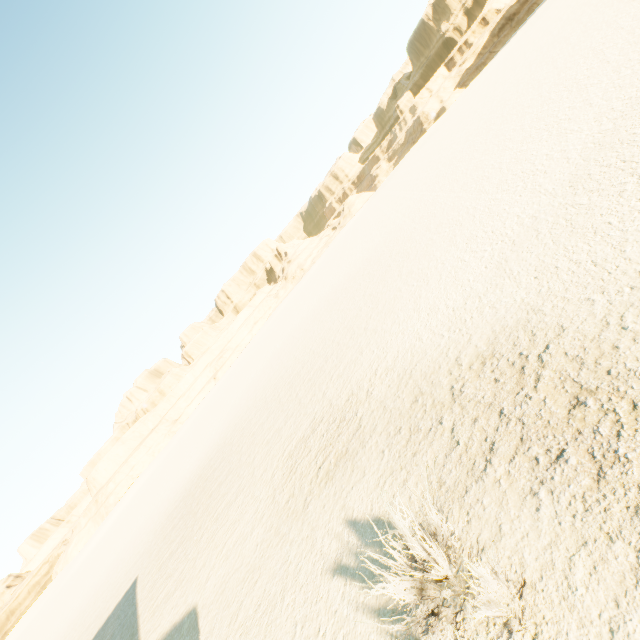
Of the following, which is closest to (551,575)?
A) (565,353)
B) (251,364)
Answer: (565,353)
